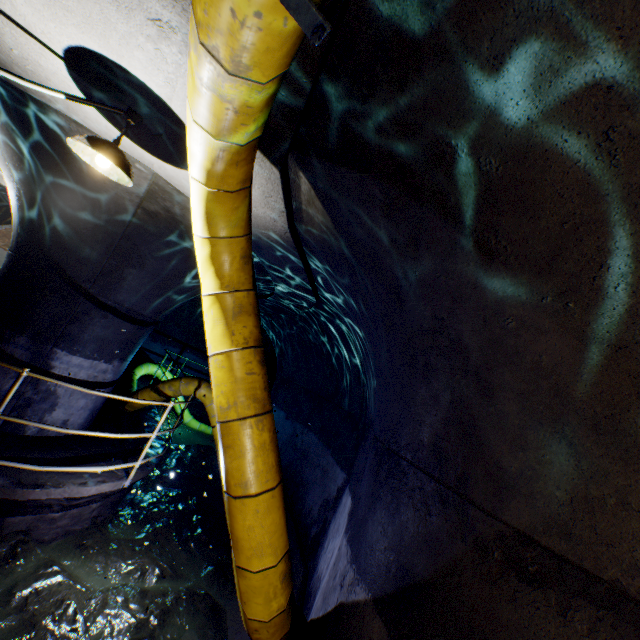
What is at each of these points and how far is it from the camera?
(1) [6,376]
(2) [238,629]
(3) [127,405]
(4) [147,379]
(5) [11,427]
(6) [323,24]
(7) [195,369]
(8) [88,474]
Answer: (1) building tunnel, 4.4m
(2) building tunnel, 4.1m
(3) large conduit, 7.2m
(4) walkway, 11.7m
(5) building tunnel, 4.5m
(6) pipe hanger, 1.0m
(7) building tunnel, 13.9m
(8) walkway, 4.4m

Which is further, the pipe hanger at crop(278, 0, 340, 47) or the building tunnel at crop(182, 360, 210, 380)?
the building tunnel at crop(182, 360, 210, 380)

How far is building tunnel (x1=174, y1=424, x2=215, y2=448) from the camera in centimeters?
1047cm

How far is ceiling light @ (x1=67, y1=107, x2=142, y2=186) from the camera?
2.3 meters

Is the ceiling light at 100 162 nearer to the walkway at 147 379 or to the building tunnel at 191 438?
the building tunnel at 191 438

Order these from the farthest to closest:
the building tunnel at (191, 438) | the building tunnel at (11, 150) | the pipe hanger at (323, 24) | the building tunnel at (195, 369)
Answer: the building tunnel at (195, 369) < the building tunnel at (191, 438) < the building tunnel at (11, 150) < the pipe hanger at (323, 24)

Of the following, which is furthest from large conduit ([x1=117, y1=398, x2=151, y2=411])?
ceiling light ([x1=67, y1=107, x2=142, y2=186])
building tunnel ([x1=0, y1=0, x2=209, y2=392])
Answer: → ceiling light ([x1=67, y1=107, x2=142, y2=186])

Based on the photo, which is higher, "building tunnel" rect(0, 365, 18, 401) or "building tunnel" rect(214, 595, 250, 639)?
"building tunnel" rect(0, 365, 18, 401)
